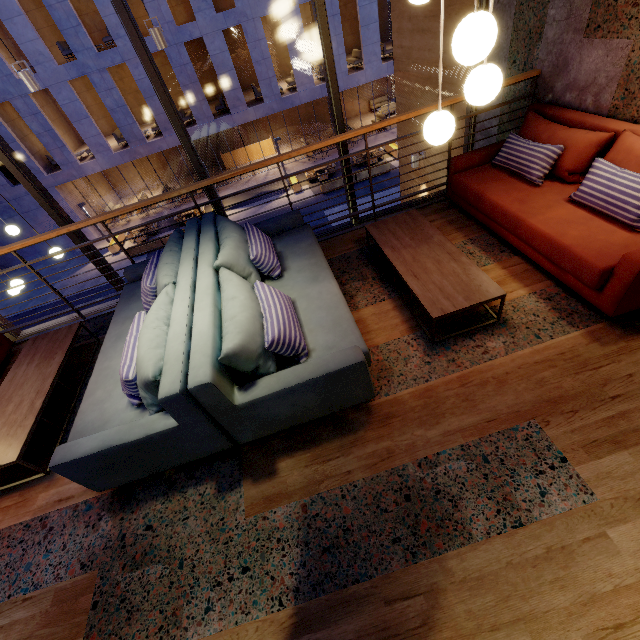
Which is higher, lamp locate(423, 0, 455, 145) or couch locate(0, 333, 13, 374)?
lamp locate(423, 0, 455, 145)

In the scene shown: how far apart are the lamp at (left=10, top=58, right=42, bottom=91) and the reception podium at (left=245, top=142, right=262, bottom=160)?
21.3m

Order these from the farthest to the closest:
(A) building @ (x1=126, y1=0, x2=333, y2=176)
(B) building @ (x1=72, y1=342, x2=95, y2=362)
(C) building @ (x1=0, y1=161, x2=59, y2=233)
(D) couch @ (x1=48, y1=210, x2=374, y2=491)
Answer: (C) building @ (x1=0, y1=161, x2=59, y2=233) < (A) building @ (x1=126, y1=0, x2=333, y2=176) < (B) building @ (x1=72, y1=342, x2=95, y2=362) < (D) couch @ (x1=48, y1=210, x2=374, y2=491)

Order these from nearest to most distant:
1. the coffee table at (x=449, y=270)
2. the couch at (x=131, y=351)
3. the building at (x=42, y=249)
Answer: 1. the couch at (x=131, y=351)
2. the coffee table at (x=449, y=270)
3. the building at (x=42, y=249)

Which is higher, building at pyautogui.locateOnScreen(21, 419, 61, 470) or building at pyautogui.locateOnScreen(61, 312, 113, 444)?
building at pyautogui.locateOnScreen(61, 312, 113, 444)

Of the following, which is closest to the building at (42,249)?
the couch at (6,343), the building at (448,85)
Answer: the building at (448,85)

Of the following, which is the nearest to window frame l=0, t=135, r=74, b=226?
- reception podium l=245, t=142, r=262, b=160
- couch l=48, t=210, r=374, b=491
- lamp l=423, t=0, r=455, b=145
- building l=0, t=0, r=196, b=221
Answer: couch l=48, t=210, r=374, b=491

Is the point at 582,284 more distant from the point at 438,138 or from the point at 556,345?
the point at 438,138
